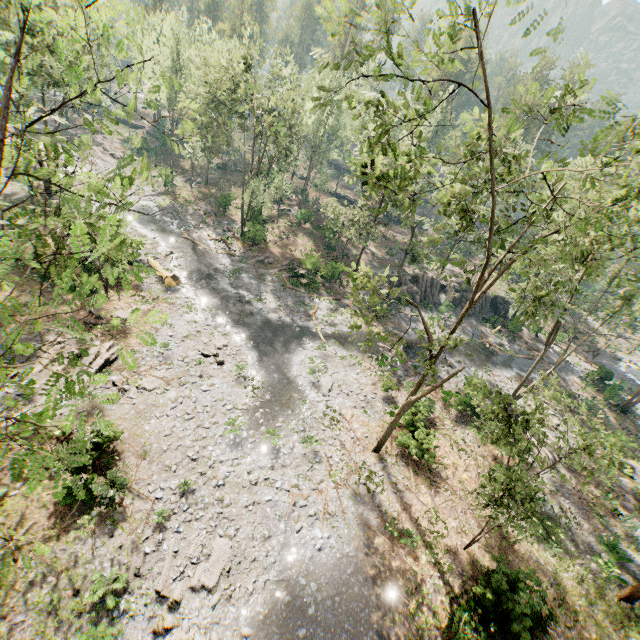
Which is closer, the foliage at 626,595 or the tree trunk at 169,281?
the foliage at 626,595

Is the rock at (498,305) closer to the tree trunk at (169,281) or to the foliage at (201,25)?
the foliage at (201,25)

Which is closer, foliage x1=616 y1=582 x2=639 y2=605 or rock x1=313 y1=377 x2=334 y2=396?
foliage x1=616 y1=582 x2=639 y2=605

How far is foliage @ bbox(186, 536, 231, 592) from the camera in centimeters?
1287cm

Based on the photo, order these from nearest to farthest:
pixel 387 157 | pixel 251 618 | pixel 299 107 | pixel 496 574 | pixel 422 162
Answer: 1. pixel 422 162
2. pixel 251 618
3. pixel 496 574
4. pixel 299 107
5. pixel 387 157

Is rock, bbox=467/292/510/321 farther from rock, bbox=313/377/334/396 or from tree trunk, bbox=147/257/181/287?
tree trunk, bbox=147/257/181/287

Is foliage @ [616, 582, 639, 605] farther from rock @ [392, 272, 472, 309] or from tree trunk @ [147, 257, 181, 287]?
tree trunk @ [147, 257, 181, 287]

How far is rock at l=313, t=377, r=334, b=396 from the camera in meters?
23.2
